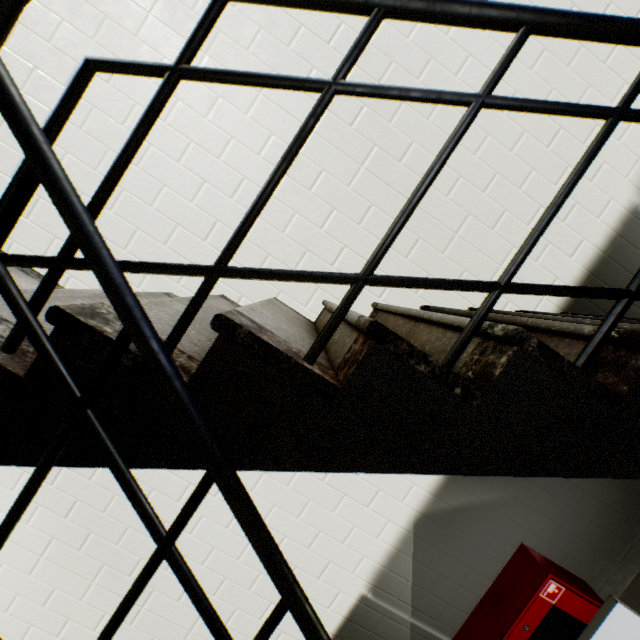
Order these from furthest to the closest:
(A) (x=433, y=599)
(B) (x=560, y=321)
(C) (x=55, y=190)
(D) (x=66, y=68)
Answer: (A) (x=433, y=599)
(D) (x=66, y=68)
(B) (x=560, y=321)
(C) (x=55, y=190)

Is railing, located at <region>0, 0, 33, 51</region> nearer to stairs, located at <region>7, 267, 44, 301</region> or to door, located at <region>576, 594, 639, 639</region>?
stairs, located at <region>7, 267, 44, 301</region>

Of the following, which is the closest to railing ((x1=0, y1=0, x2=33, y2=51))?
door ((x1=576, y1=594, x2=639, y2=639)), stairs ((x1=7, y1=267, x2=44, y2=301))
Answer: stairs ((x1=7, y1=267, x2=44, y2=301))

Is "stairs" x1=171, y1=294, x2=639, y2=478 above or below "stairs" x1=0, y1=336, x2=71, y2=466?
above

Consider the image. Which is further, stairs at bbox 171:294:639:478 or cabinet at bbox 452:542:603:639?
cabinet at bbox 452:542:603:639

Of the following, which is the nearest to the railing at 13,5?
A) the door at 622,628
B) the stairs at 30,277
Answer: the stairs at 30,277

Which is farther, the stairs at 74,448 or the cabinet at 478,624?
the cabinet at 478,624
